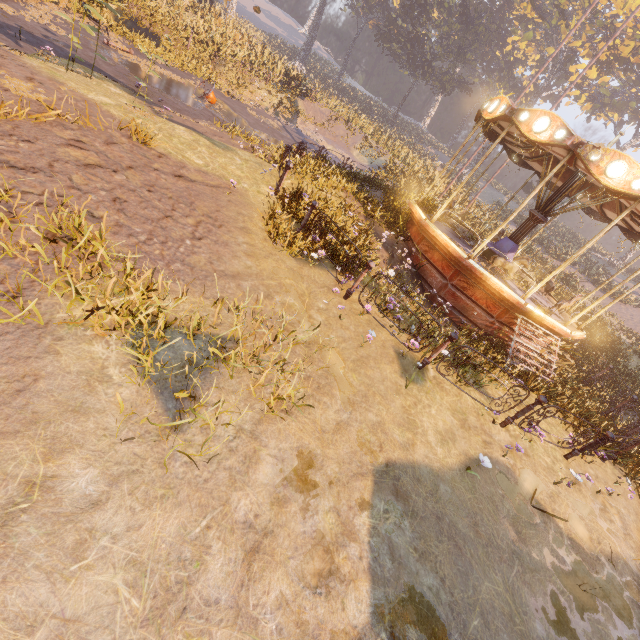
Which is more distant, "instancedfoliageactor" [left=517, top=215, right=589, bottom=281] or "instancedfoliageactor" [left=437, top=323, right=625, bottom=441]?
"instancedfoliageactor" [left=517, top=215, right=589, bottom=281]

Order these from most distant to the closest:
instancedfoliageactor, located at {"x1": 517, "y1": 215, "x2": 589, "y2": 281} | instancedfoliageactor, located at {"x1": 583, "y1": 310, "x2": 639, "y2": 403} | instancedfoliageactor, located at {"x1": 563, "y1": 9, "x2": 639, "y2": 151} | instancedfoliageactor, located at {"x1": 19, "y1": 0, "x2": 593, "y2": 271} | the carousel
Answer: instancedfoliageactor, located at {"x1": 563, "y1": 9, "x2": 639, "y2": 151}, instancedfoliageactor, located at {"x1": 517, "y1": 215, "x2": 589, "y2": 281}, instancedfoliageactor, located at {"x1": 583, "y1": 310, "x2": 639, "y2": 403}, instancedfoliageactor, located at {"x1": 19, "y1": 0, "x2": 593, "y2": 271}, the carousel

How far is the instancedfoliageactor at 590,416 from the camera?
8.5m

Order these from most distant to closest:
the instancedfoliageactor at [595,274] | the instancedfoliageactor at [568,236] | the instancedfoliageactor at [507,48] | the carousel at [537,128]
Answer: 1. the instancedfoliageactor at [568,236]
2. the instancedfoliageactor at [595,274]
3. the instancedfoliageactor at [507,48]
4. the carousel at [537,128]

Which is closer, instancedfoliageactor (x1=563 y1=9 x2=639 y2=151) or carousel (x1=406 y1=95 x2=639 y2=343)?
carousel (x1=406 y1=95 x2=639 y2=343)

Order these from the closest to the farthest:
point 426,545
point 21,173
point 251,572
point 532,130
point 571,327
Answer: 1. point 251,572
2. point 426,545
3. point 21,173
4. point 532,130
5. point 571,327
